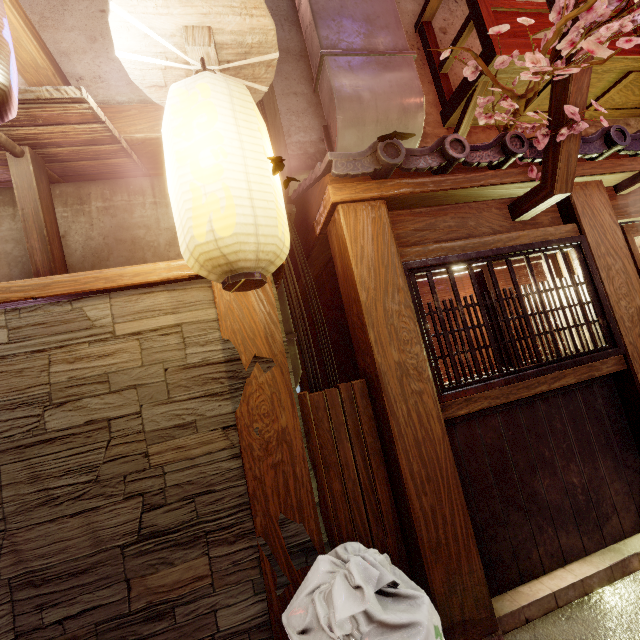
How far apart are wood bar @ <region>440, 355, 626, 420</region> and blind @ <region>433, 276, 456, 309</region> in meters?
1.0 m

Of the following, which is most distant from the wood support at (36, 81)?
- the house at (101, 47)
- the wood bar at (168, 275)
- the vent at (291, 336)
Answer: the vent at (291, 336)

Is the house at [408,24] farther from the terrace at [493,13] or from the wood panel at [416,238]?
the wood panel at [416,238]

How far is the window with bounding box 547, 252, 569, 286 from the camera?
5.75m

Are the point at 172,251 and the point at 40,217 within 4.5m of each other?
yes

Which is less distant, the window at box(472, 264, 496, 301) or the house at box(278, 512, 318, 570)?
the house at box(278, 512, 318, 570)

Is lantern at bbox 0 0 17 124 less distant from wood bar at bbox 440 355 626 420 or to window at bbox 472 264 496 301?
window at bbox 472 264 496 301

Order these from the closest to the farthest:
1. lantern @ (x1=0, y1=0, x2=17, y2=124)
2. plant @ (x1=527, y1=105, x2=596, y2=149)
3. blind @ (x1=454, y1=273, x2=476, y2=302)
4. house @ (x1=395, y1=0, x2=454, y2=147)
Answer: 1. lantern @ (x1=0, y1=0, x2=17, y2=124)
2. plant @ (x1=527, y1=105, x2=596, y2=149)
3. blind @ (x1=454, y1=273, x2=476, y2=302)
4. house @ (x1=395, y1=0, x2=454, y2=147)
